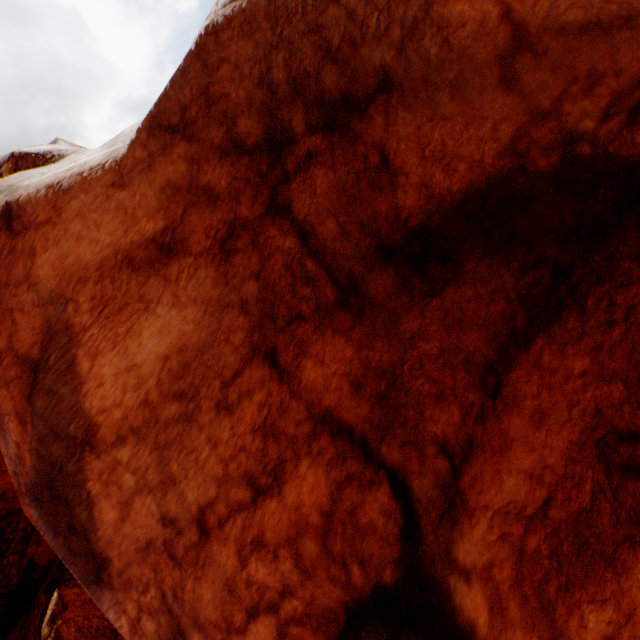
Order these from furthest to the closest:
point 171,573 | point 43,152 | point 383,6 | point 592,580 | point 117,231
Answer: point 43,152 → point 117,231 → point 171,573 → point 383,6 → point 592,580
